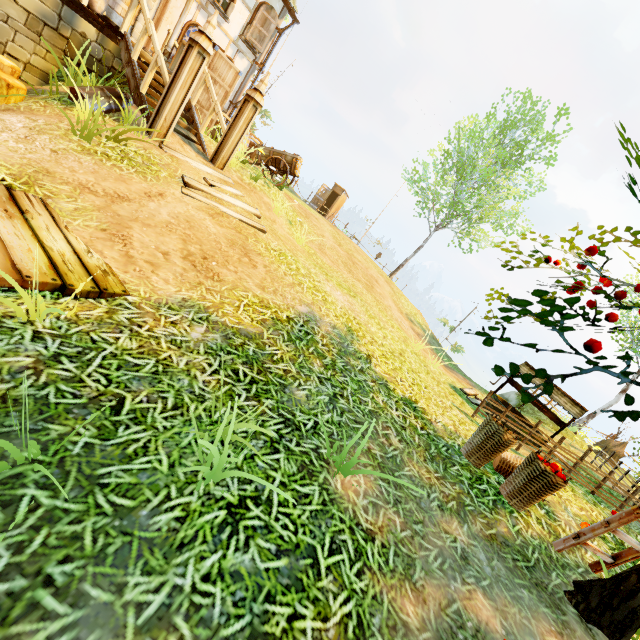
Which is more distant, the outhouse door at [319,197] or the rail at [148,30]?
the outhouse door at [319,197]

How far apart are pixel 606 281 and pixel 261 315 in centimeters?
487cm

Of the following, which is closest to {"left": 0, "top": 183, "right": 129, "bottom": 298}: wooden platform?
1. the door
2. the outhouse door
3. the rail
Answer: the rail

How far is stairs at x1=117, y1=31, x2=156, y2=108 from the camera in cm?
693

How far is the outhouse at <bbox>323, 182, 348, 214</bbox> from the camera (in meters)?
26.14

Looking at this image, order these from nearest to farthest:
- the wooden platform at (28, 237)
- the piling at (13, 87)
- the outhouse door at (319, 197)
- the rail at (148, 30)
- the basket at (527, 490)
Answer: the wooden platform at (28, 237) < the basket at (527, 490) < the piling at (13, 87) < the rail at (148, 30) < the outhouse door at (319, 197)

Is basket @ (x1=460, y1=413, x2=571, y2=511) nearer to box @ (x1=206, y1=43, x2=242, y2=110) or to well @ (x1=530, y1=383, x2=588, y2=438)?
well @ (x1=530, y1=383, x2=588, y2=438)

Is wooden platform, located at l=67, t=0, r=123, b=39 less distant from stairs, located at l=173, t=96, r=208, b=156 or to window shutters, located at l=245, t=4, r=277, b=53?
stairs, located at l=173, t=96, r=208, b=156
